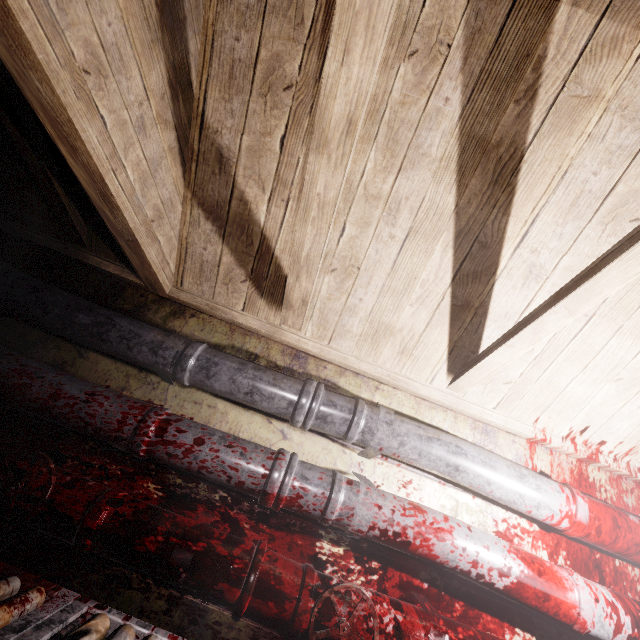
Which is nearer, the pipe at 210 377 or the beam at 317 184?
the beam at 317 184

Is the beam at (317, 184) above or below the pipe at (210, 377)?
above

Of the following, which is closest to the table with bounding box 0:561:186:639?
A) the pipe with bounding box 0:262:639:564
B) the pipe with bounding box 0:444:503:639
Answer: the pipe with bounding box 0:444:503:639

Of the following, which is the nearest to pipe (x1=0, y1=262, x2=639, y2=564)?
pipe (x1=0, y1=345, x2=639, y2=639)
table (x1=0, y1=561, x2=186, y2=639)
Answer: pipe (x1=0, y1=345, x2=639, y2=639)

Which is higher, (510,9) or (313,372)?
(510,9)

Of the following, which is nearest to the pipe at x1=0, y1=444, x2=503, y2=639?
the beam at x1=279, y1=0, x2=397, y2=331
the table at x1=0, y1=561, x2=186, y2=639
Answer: the table at x1=0, y1=561, x2=186, y2=639

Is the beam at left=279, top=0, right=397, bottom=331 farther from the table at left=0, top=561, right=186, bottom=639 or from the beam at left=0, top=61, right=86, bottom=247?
the table at left=0, top=561, right=186, bottom=639

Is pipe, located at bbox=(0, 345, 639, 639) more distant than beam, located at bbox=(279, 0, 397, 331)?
Yes
